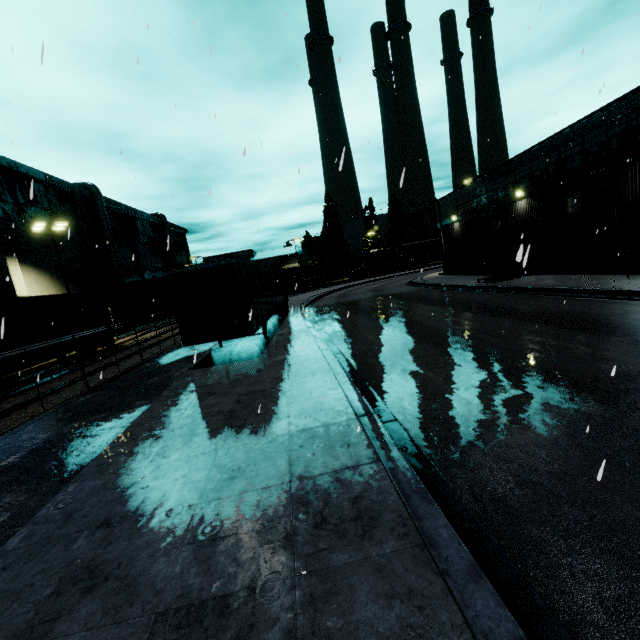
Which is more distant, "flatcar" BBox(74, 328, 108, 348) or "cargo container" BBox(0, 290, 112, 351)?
"flatcar" BBox(74, 328, 108, 348)

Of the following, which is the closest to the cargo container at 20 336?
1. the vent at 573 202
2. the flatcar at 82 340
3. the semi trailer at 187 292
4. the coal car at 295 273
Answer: the flatcar at 82 340

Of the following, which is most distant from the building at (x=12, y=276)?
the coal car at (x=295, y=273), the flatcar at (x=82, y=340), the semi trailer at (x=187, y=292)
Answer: the flatcar at (x=82, y=340)

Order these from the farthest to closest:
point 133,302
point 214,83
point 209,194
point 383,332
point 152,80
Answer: point 133,302 < point 152,80 < point 383,332 < point 214,83 < point 209,194

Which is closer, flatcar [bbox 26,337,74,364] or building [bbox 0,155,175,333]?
flatcar [bbox 26,337,74,364]

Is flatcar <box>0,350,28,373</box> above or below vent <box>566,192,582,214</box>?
below

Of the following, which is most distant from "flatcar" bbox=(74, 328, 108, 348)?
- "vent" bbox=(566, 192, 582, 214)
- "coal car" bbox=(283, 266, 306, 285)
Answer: "vent" bbox=(566, 192, 582, 214)

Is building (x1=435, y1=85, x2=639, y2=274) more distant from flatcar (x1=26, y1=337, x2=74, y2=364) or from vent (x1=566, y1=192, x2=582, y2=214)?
flatcar (x1=26, y1=337, x2=74, y2=364)
